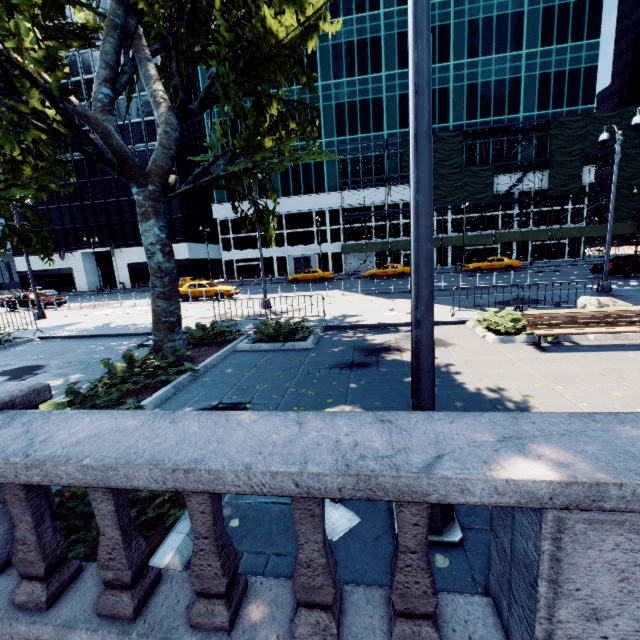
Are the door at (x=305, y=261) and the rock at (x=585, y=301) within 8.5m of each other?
no

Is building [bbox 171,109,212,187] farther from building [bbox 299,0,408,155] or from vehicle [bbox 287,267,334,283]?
vehicle [bbox 287,267,334,283]

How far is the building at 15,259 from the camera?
50.78m

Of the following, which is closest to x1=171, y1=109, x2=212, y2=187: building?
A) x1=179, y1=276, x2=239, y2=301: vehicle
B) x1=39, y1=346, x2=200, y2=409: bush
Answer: x1=179, y1=276, x2=239, y2=301: vehicle

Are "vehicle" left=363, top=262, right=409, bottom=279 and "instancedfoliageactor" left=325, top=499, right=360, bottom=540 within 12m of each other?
no

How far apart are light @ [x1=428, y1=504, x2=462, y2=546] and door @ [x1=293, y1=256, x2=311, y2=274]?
43.2 meters

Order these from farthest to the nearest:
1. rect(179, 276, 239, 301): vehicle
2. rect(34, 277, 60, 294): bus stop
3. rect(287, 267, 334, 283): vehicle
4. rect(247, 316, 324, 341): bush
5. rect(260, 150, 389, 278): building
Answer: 1. rect(34, 277, 60, 294): bus stop
2. rect(260, 150, 389, 278): building
3. rect(287, 267, 334, 283): vehicle
4. rect(179, 276, 239, 301): vehicle
5. rect(247, 316, 324, 341): bush

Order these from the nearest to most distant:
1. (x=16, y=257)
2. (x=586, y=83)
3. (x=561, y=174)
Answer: (x=561, y=174)
(x=586, y=83)
(x=16, y=257)
